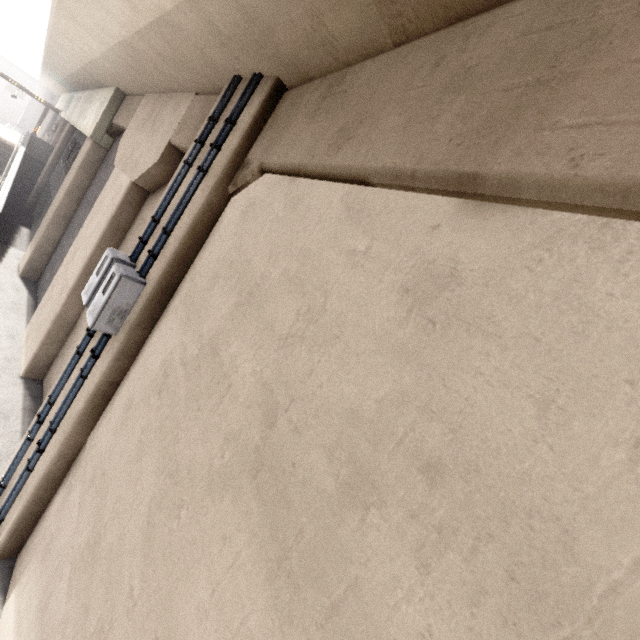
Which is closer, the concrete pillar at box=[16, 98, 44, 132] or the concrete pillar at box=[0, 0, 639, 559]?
the concrete pillar at box=[0, 0, 639, 559]

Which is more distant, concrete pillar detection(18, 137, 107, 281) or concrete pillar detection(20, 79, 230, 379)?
concrete pillar detection(18, 137, 107, 281)

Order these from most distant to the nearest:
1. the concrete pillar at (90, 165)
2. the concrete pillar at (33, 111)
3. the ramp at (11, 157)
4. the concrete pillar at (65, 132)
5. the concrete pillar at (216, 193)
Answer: the concrete pillar at (33, 111) < the concrete pillar at (65, 132) < the ramp at (11, 157) < the concrete pillar at (90, 165) < the concrete pillar at (216, 193)

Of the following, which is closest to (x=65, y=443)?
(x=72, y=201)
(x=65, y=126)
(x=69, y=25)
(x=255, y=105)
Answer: (x=255, y=105)

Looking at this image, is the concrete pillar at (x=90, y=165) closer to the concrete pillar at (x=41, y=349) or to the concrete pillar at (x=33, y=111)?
the concrete pillar at (x=41, y=349)

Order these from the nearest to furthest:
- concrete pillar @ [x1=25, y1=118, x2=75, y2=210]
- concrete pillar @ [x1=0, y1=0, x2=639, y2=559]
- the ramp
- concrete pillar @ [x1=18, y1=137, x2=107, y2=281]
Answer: concrete pillar @ [x1=0, y1=0, x2=639, y2=559] → concrete pillar @ [x1=18, y1=137, x2=107, y2=281] → the ramp → concrete pillar @ [x1=25, y1=118, x2=75, y2=210]

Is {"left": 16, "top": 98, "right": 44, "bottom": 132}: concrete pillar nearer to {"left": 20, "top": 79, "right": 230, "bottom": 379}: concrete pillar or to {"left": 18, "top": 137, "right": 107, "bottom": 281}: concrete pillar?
{"left": 18, "top": 137, "right": 107, "bottom": 281}: concrete pillar

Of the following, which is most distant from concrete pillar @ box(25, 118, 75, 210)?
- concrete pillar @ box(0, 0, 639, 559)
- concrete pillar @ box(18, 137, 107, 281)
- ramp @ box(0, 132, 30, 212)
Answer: concrete pillar @ box(0, 0, 639, 559)
